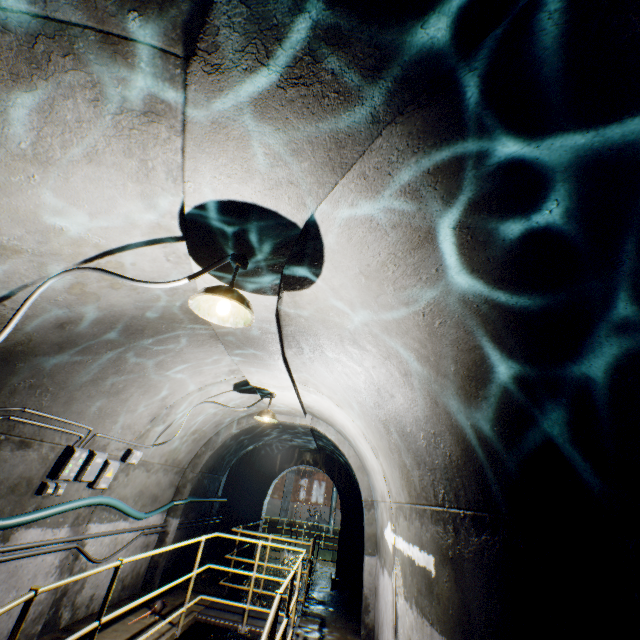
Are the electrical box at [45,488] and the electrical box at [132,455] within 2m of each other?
yes

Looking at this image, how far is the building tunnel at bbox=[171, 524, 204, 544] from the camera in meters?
7.6 m

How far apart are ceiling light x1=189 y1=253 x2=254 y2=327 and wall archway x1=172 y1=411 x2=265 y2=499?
5.7m

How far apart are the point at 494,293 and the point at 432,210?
0.60m

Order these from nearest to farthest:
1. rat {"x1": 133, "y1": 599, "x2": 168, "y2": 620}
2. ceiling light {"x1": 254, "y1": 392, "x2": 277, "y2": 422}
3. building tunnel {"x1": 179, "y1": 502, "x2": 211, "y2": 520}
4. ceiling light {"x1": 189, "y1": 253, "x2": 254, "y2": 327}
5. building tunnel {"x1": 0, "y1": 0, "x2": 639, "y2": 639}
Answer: building tunnel {"x1": 0, "y1": 0, "x2": 639, "y2": 639}, ceiling light {"x1": 189, "y1": 253, "x2": 254, "y2": 327}, rat {"x1": 133, "y1": 599, "x2": 168, "y2": 620}, ceiling light {"x1": 254, "y1": 392, "x2": 277, "y2": 422}, building tunnel {"x1": 179, "y1": 502, "x2": 211, "y2": 520}

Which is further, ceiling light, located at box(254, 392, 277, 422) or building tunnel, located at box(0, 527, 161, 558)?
ceiling light, located at box(254, 392, 277, 422)

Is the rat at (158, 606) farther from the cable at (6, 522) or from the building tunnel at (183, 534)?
the cable at (6, 522)

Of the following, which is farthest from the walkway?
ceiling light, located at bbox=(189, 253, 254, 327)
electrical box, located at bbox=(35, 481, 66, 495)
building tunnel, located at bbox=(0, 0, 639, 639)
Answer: ceiling light, located at bbox=(189, 253, 254, 327)
